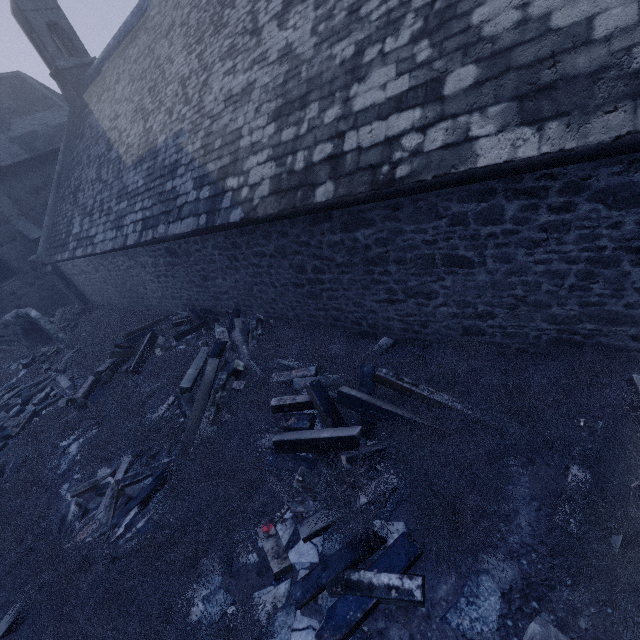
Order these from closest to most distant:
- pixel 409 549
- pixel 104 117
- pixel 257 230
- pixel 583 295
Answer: pixel 409 549 → pixel 583 295 → pixel 257 230 → pixel 104 117

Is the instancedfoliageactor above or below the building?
below

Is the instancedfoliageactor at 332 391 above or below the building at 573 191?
below
